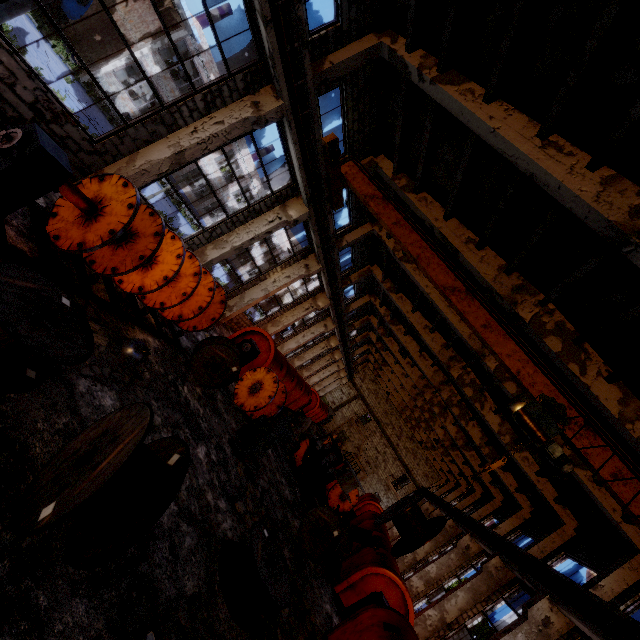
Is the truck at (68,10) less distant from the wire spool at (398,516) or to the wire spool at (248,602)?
the wire spool at (248,602)

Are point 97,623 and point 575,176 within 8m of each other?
no

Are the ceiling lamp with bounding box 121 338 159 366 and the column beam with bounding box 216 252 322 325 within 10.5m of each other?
yes

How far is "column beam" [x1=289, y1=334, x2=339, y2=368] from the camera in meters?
29.7 m

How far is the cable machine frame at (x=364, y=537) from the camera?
13.9 meters

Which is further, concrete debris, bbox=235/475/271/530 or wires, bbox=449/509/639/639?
wires, bbox=449/509/639/639

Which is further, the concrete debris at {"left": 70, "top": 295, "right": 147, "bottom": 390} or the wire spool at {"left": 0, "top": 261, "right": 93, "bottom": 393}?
the concrete debris at {"left": 70, "top": 295, "right": 147, "bottom": 390}

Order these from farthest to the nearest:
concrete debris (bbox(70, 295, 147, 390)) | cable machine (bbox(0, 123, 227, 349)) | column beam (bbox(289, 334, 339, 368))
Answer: column beam (bbox(289, 334, 339, 368)) → concrete debris (bbox(70, 295, 147, 390)) → cable machine (bbox(0, 123, 227, 349))
